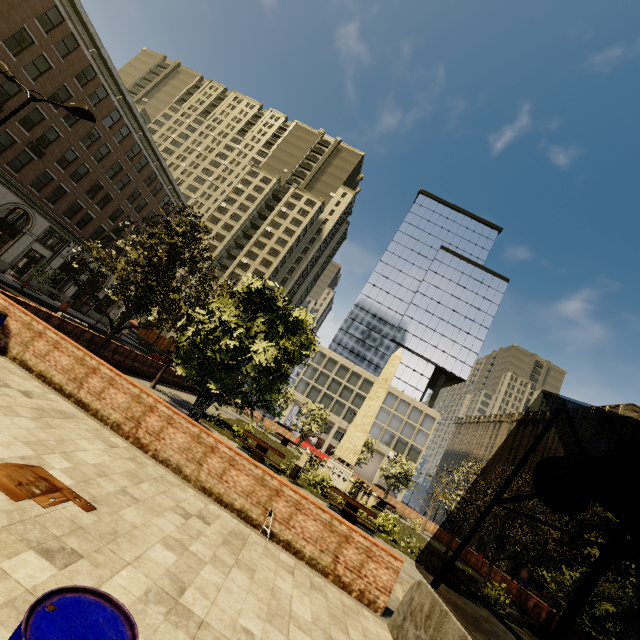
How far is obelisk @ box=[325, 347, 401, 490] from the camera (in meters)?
23.06

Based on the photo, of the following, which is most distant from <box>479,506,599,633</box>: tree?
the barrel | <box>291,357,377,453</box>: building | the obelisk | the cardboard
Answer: <box>291,357,377,453</box>: building

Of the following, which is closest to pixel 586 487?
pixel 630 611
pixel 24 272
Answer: pixel 630 611

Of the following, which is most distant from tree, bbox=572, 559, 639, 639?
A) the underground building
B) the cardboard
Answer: the cardboard

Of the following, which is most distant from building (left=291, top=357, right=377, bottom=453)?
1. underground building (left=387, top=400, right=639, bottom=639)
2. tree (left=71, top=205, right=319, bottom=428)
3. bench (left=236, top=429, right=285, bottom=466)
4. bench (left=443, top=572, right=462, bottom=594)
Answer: bench (left=236, top=429, right=285, bottom=466)

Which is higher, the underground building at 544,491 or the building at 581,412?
the building at 581,412

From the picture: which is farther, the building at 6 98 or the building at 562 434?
the building at 562 434

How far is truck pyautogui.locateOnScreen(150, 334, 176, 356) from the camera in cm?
5000
